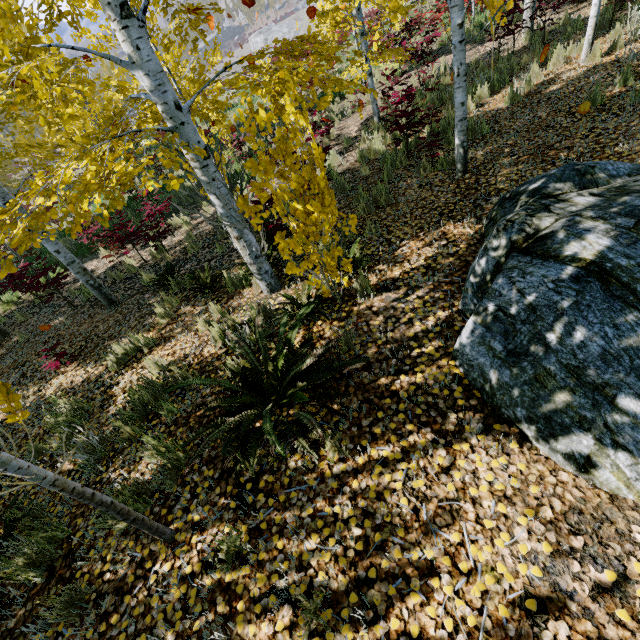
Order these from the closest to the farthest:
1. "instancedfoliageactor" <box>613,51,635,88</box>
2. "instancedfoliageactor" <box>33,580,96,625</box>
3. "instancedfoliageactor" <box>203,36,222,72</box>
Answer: "instancedfoliageactor" <box>33,580,96,625</box>, "instancedfoliageactor" <box>613,51,635,88</box>, "instancedfoliageactor" <box>203,36,222,72</box>

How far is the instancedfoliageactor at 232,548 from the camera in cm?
220

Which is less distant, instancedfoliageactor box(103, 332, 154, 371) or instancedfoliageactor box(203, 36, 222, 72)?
instancedfoliageactor box(103, 332, 154, 371)

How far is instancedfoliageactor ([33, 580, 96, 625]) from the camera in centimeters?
231cm

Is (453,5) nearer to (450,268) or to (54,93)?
(450,268)

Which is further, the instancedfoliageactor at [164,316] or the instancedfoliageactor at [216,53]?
the instancedfoliageactor at [216,53]
